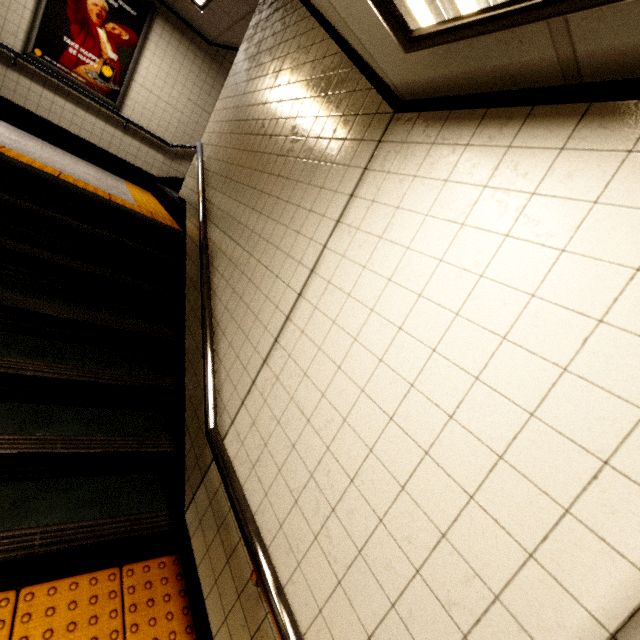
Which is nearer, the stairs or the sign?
the stairs

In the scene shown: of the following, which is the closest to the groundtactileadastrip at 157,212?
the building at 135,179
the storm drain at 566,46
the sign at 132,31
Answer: the building at 135,179

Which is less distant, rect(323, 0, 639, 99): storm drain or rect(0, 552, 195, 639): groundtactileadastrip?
rect(323, 0, 639, 99): storm drain

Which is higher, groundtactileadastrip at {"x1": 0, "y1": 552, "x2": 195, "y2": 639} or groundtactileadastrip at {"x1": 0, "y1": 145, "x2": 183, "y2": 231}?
groundtactileadastrip at {"x1": 0, "y1": 145, "x2": 183, "y2": 231}

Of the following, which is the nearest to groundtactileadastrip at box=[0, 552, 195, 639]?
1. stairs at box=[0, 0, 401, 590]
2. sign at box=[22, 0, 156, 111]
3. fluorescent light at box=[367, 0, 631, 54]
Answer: stairs at box=[0, 0, 401, 590]

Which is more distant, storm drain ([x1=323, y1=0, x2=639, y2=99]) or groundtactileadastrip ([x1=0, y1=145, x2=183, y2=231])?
groundtactileadastrip ([x1=0, y1=145, x2=183, y2=231])

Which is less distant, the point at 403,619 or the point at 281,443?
the point at 403,619

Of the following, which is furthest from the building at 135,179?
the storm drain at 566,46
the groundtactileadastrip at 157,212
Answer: the storm drain at 566,46
